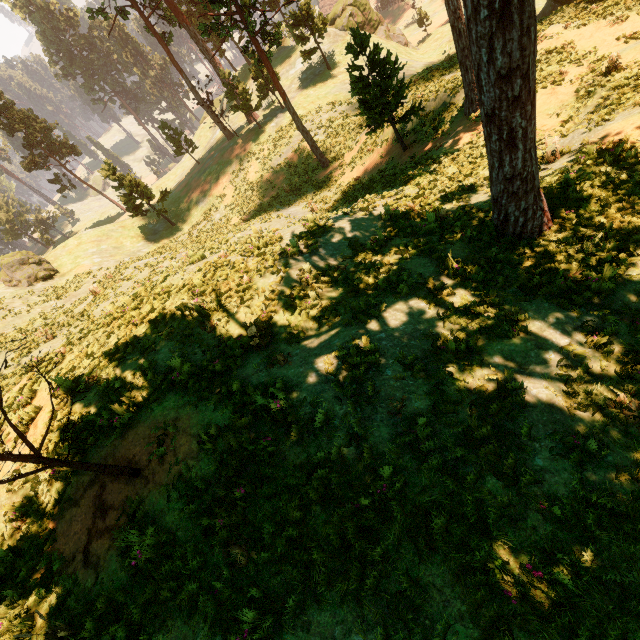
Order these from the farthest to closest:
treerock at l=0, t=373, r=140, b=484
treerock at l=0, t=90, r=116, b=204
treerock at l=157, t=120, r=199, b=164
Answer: treerock at l=0, t=90, r=116, b=204
treerock at l=157, t=120, r=199, b=164
treerock at l=0, t=373, r=140, b=484

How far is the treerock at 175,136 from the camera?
40.44m

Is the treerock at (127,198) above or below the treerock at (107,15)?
below

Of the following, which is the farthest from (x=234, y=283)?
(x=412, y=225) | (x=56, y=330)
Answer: (x=56, y=330)

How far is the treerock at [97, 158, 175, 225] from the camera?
32.1 meters

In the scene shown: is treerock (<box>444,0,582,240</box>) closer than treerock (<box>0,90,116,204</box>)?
Yes
